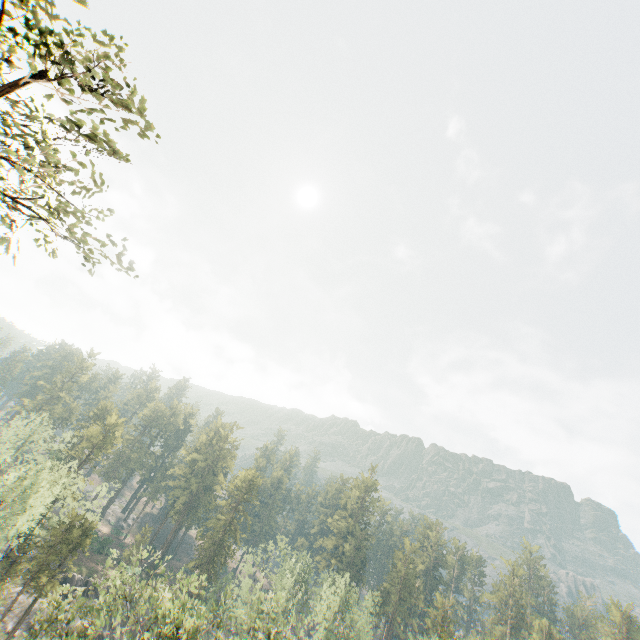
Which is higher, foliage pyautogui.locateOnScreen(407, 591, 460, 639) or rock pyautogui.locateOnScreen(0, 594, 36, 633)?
foliage pyautogui.locateOnScreen(407, 591, 460, 639)

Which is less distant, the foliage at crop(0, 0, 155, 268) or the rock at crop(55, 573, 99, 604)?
the foliage at crop(0, 0, 155, 268)

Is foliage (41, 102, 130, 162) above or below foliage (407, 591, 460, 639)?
above

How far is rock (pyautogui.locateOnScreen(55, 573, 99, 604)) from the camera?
49.4m

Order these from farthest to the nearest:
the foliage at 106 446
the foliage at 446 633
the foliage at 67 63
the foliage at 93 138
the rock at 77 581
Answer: the rock at 77 581 → the foliage at 446 633 → the foliage at 106 446 → the foliage at 93 138 → the foliage at 67 63

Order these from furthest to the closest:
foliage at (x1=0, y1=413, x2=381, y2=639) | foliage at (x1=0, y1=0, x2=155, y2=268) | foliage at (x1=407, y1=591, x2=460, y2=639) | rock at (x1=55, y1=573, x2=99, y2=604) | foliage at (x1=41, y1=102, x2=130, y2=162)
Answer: rock at (x1=55, y1=573, x2=99, y2=604) < foliage at (x1=407, y1=591, x2=460, y2=639) < foliage at (x1=0, y1=413, x2=381, y2=639) < foliage at (x1=41, y1=102, x2=130, y2=162) < foliage at (x1=0, y1=0, x2=155, y2=268)

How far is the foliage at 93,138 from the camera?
9.17m

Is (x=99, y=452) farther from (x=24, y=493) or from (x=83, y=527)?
(x=24, y=493)
